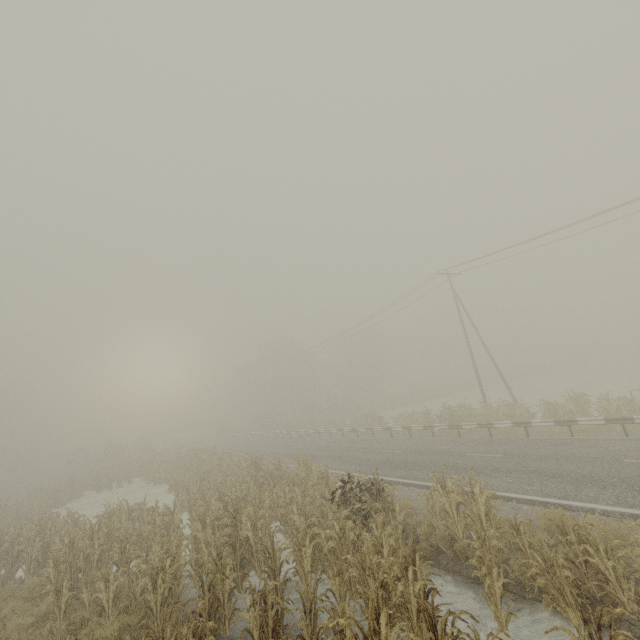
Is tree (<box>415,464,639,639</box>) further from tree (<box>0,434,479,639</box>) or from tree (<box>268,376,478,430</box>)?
tree (<box>0,434,479,639</box>)

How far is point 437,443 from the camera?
18.92m

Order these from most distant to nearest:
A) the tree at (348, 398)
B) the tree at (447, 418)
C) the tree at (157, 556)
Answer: the tree at (348, 398), the tree at (447, 418), the tree at (157, 556)

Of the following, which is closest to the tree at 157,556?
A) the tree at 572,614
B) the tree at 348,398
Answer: the tree at 348,398

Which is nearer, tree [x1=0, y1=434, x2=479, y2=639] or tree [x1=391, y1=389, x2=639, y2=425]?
tree [x1=0, y1=434, x2=479, y2=639]

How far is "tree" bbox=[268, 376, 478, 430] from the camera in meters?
31.2 m

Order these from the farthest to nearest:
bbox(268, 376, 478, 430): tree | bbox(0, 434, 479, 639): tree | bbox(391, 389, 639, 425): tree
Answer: bbox(268, 376, 478, 430): tree, bbox(391, 389, 639, 425): tree, bbox(0, 434, 479, 639): tree
